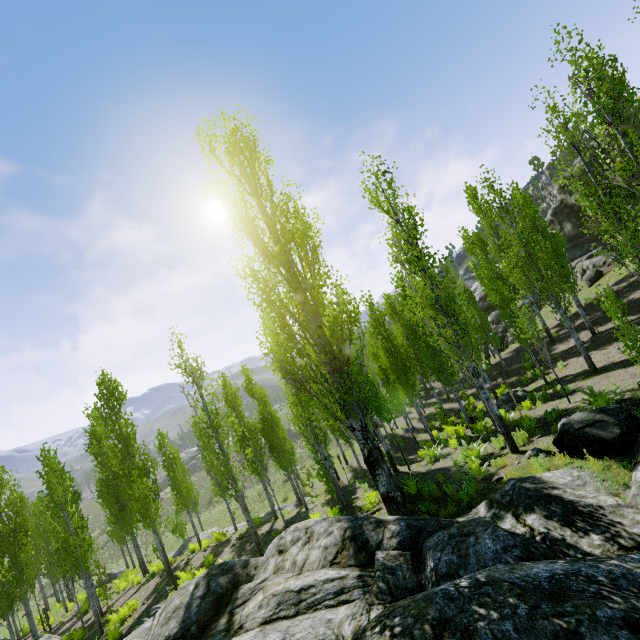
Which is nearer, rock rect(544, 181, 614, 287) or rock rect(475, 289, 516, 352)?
rock rect(544, 181, 614, 287)

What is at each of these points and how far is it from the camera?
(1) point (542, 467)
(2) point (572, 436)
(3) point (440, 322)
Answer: (1) instancedfoliageactor, 7.64m
(2) rock, 7.56m
(3) instancedfoliageactor, 11.26m

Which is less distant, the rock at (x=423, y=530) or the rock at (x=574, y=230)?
the rock at (x=423, y=530)

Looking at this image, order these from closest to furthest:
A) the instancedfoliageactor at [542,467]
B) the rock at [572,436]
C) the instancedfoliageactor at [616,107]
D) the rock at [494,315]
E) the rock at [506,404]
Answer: the rock at [572,436]
the instancedfoliageactor at [542,467]
the instancedfoliageactor at [616,107]
the rock at [506,404]
the rock at [494,315]

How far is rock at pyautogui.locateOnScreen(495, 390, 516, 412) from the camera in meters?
17.4

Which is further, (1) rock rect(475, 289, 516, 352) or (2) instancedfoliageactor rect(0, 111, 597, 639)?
(1) rock rect(475, 289, 516, 352)

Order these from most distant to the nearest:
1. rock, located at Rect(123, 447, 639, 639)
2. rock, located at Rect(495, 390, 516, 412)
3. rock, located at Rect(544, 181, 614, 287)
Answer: rock, located at Rect(544, 181, 614, 287) → rock, located at Rect(495, 390, 516, 412) → rock, located at Rect(123, 447, 639, 639)

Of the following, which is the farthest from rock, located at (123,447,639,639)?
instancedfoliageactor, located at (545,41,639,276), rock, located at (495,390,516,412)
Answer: rock, located at (495,390,516,412)
